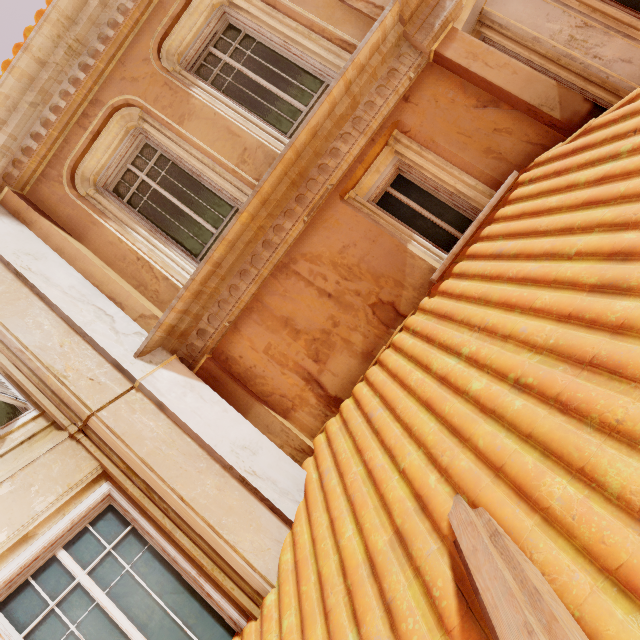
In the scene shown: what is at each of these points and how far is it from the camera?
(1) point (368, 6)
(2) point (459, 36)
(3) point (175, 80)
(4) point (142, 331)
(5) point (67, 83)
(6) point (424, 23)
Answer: (1) column, 4.1m
(2) column, 3.9m
(3) window, 4.6m
(4) column, 4.1m
(5) trim, 4.7m
(6) trim, 3.9m

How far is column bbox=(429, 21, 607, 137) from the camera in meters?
3.7 m

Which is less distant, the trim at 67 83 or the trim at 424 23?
the trim at 424 23

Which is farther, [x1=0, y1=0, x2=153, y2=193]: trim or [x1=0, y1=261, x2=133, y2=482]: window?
[x1=0, y1=0, x2=153, y2=193]: trim

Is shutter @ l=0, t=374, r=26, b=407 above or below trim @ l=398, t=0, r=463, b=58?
above

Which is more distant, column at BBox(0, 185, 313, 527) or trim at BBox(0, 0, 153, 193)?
trim at BBox(0, 0, 153, 193)

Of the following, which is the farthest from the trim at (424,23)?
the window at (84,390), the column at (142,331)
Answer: the window at (84,390)

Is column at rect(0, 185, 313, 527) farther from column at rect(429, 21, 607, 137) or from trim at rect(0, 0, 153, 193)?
column at rect(429, 21, 607, 137)
